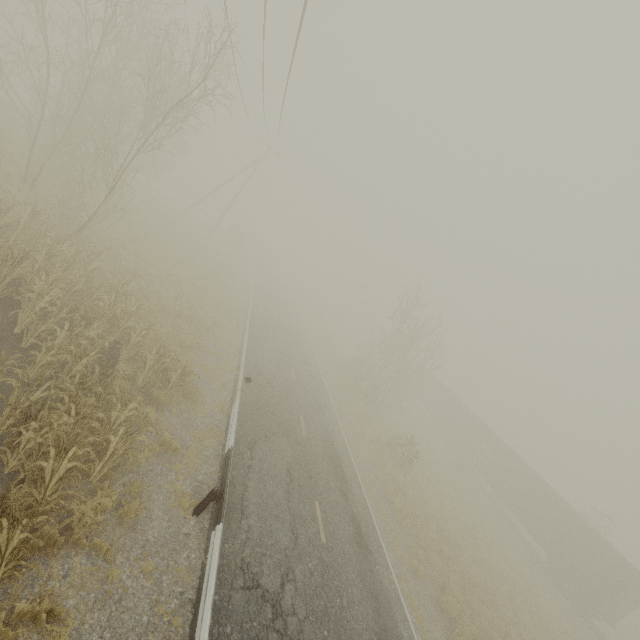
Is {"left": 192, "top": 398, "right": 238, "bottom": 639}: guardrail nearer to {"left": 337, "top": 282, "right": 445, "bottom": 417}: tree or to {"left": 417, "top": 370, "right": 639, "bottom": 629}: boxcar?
{"left": 337, "top": 282, "right": 445, "bottom": 417}: tree

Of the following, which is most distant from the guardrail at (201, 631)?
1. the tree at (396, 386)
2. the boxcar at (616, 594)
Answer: the boxcar at (616, 594)

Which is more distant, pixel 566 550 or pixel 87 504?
pixel 566 550

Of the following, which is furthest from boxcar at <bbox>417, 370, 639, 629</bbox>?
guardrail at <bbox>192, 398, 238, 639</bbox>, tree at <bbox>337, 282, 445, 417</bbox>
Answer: guardrail at <bbox>192, 398, 238, 639</bbox>

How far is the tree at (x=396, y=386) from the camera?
25.42m

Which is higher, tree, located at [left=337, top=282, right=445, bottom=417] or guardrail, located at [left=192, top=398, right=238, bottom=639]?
tree, located at [left=337, top=282, right=445, bottom=417]

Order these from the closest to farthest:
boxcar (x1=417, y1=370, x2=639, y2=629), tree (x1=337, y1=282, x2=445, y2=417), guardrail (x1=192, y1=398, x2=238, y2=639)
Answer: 1. guardrail (x1=192, y1=398, x2=238, y2=639)
2. boxcar (x1=417, y1=370, x2=639, y2=629)
3. tree (x1=337, y1=282, x2=445, y2=417)

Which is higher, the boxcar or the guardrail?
the boxcar
